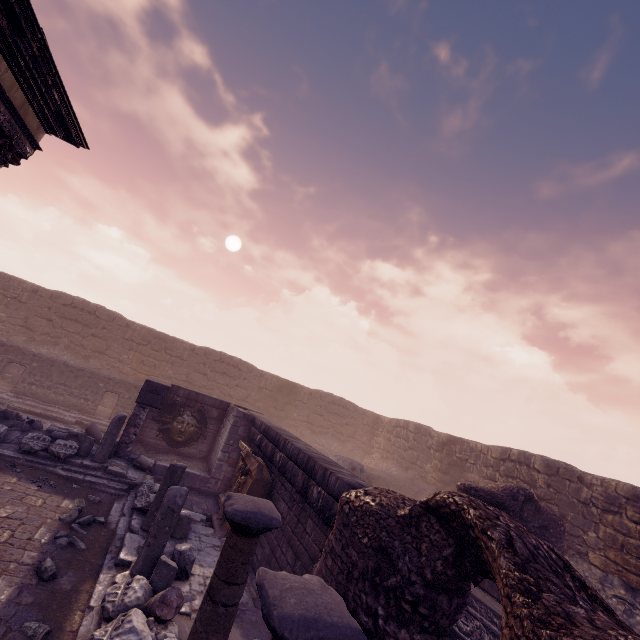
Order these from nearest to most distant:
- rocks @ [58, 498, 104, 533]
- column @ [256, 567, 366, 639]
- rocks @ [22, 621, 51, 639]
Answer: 1. column @ [256, 567, 366, 639]
2. rocks @ [22, 621, 51, 639]
3. rocks @ [58, 498, 104, 533]

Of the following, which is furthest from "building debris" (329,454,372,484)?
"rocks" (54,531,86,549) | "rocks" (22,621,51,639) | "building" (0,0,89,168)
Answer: "building" (0,0,89,168)

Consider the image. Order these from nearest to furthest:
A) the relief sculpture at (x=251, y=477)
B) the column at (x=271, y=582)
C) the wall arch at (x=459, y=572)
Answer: the column at (x=271, y=582), the wall arch at (x=459, y=572), the relief sculpture at (x=251, y=477)

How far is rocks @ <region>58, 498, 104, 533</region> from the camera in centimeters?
628cm

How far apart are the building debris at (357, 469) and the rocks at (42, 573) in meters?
11.0 m

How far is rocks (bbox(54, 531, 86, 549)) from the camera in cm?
561

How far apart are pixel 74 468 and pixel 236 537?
8.56m

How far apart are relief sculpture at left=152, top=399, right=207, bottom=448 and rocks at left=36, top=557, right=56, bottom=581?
7.1 meters
